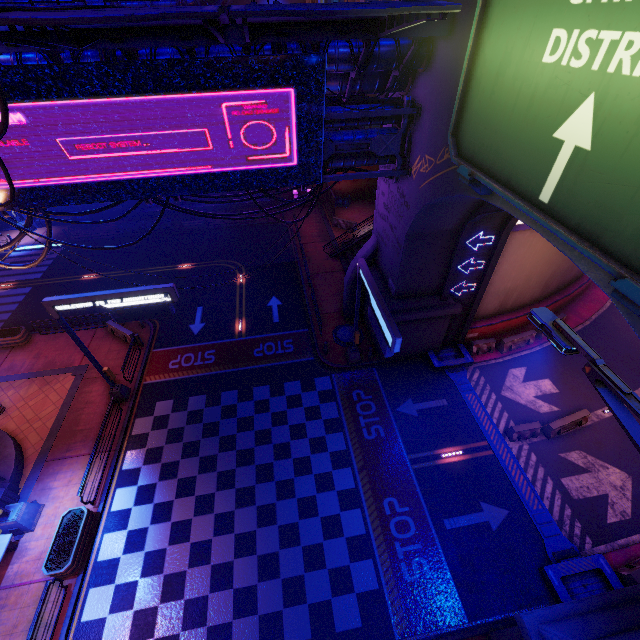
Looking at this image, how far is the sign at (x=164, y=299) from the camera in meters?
13.6 m

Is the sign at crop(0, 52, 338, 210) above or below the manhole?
above

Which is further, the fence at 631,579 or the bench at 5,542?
the bench at 5,542

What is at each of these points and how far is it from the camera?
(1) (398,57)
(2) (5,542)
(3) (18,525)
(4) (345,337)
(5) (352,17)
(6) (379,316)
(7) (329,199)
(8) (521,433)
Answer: (1) walkway, 10.1m
(2) bench, 12.7m
(3) street light, 13.2m
(4) manhole, 21.2m
(5) awning, 8.4m
(6) sign, 13.1m
(7) fence, 33.3m
(8) fence, 15.9m

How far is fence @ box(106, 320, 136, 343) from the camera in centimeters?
2090cm

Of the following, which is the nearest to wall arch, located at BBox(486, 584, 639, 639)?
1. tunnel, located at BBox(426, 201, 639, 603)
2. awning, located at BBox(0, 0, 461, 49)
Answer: tunnel, located at BBox(426, 201, 639, 603)

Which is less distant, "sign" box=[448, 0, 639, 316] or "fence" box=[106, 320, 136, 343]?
"sign" box=[448, 0, 639, 316]

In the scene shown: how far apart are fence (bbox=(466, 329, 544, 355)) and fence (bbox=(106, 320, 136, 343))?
23.3 meters
